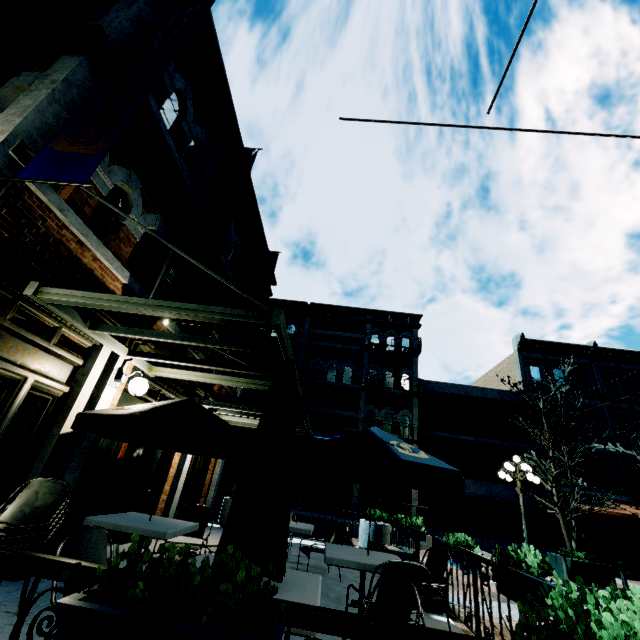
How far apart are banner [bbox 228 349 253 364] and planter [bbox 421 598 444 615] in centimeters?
530cm

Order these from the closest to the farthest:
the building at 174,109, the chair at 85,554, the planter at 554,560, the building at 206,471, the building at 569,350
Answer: the chair at 85,554
the building at 174,109
the building at 206,471
the planter at 554,560
the building at 569,350

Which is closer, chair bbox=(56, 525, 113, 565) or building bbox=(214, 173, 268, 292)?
chair bbox=(56, 525, 113, 565)

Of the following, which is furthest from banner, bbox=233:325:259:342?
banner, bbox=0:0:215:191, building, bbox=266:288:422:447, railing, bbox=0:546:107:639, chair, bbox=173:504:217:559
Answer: railing, bbox=0:546:107:639

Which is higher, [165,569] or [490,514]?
[490,514]

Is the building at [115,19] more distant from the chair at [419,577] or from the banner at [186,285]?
the chair at [419,577]

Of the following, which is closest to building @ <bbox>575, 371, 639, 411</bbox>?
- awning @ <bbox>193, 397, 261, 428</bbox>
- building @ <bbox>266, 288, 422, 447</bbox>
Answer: building @ <bbox>266, 288, 422, 447</bbox>

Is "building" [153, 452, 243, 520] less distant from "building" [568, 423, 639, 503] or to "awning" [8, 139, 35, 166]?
"awning" [8, 139, 35, 166]
